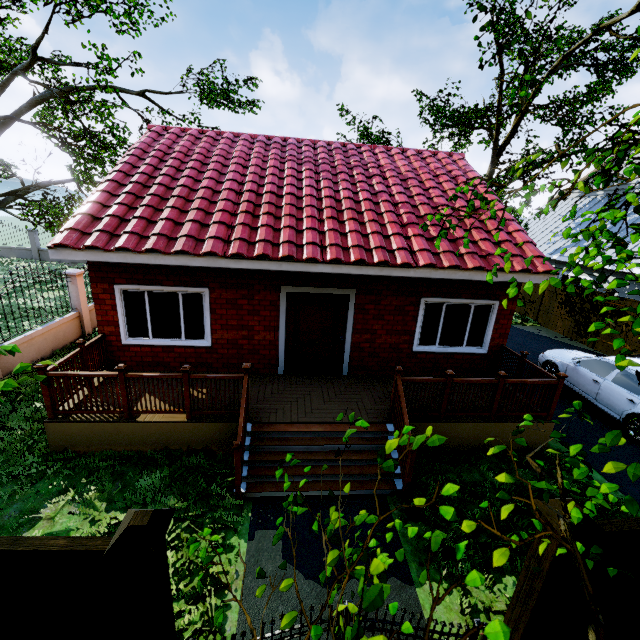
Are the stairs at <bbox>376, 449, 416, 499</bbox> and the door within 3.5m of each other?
yes

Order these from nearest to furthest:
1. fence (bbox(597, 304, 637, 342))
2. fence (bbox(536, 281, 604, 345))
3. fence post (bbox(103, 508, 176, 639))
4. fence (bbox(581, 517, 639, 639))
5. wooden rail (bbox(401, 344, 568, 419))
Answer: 1. fence post (bbox(103, 508, 176, 639))
2. fence (bbox(581, 517, 639, 639))
3. wooden rail (bbox(401, 344, 568, 419))
4. fence (bbox(597, 304, 637, 342))
5. fence (bbox(536, 281, 604, 345))

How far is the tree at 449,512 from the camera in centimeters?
97cm

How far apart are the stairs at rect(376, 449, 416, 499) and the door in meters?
1.9 m

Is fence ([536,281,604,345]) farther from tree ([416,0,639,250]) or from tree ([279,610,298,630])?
tree ([416,0,639,250])

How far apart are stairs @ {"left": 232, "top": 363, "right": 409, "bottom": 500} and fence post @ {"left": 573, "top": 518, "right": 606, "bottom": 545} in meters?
2.3 m

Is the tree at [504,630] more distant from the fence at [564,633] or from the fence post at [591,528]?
the fence post at [591,528]

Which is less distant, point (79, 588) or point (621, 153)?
point (79, 588)
